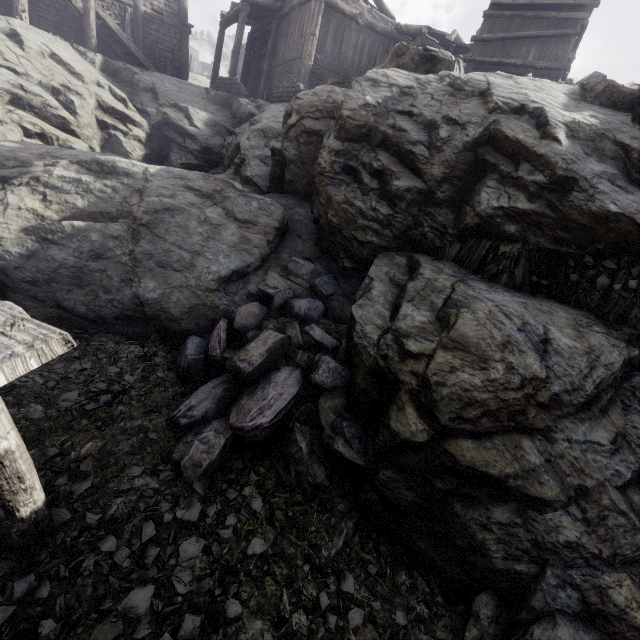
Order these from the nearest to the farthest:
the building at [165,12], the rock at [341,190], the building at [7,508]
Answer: the building at [7,508]
the rock at [341,190]
the building at [165,12]

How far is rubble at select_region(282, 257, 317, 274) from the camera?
7.2 meters

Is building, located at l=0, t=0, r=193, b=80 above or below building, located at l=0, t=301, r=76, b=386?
above

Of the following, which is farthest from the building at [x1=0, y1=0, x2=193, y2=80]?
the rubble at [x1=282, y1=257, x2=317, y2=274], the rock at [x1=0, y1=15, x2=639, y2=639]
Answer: the rubble at [x1=282, y1=257, x2=317, y2=274]

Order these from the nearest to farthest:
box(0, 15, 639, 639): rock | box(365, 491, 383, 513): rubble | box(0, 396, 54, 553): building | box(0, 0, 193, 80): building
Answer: box(0, 396, 54, 553): building < box(0, 15, 639, 639): rock < box(365, 491, 383, 513): rubble < box(0, 0, 193, 80): building

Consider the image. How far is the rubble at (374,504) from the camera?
4.17m

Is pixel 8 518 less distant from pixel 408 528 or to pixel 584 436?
pixel 408 528
